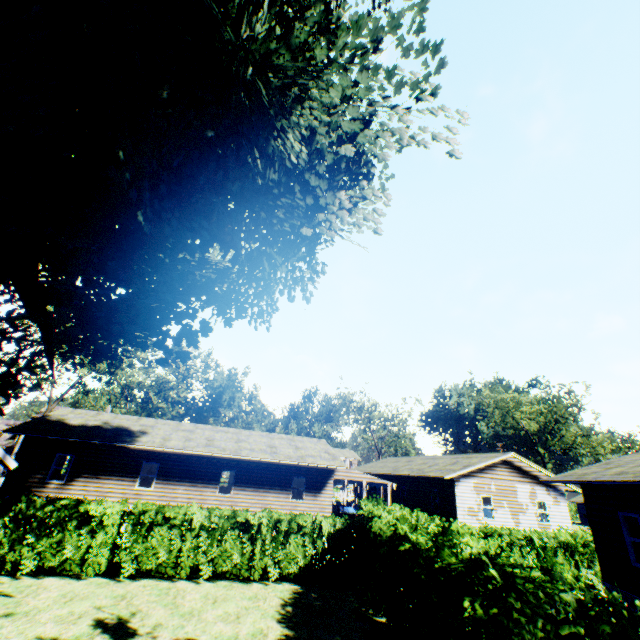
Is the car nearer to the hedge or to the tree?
the hedge

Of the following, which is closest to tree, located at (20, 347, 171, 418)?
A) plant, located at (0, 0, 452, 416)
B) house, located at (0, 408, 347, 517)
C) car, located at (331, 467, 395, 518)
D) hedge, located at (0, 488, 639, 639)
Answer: hedge, located at (0, 488, 639, 639)

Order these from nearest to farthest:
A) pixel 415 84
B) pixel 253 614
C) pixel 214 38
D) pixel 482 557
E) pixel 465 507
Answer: pixel 482 557 < pixel 214 38 < pixel 253 614 < pixel 415 84 < pixel 465 507

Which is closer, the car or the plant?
the plant

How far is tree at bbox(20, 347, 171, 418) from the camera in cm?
3123

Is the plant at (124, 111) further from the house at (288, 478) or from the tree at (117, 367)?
the house at (288, 478)

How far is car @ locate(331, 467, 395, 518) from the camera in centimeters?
2419cm

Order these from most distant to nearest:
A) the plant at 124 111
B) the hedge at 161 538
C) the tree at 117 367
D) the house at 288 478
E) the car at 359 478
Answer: the tree at 117 367 → the car at 359 478 → the house at 288 478 → the plant at 124 111 → the hedge at 161 538
